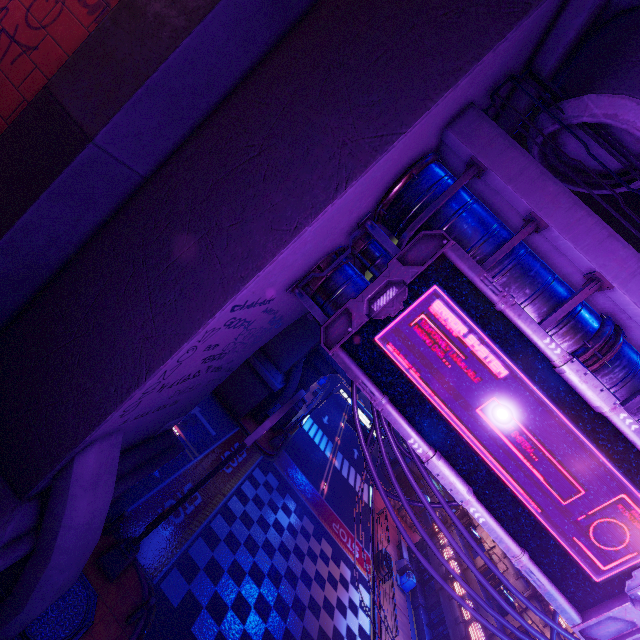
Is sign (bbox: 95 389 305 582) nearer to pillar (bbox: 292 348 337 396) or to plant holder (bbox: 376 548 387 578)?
pillar (bbox: 292 348 337 396)

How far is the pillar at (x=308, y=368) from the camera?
26.38m

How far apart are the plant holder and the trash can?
1.2m

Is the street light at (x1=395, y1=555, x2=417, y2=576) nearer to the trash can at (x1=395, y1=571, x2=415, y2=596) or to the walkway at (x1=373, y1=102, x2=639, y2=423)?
the trash can at (x1=395, y1=571, x2=415, y2=596)

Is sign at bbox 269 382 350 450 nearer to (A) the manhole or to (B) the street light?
(A) the manhole

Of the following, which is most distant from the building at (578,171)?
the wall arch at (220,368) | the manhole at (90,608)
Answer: the manhole at (90,608)

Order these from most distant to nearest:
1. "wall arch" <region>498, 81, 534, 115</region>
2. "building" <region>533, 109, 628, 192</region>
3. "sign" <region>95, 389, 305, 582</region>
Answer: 1. "sign" <region>95, 389, 305, 582</region>
2. "wall arch" <region>498, 81, 534, 115</region>
3. "building" <region>533, 109, 628, 192</region>

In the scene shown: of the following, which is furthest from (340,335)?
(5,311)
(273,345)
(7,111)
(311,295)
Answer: (273,345)
